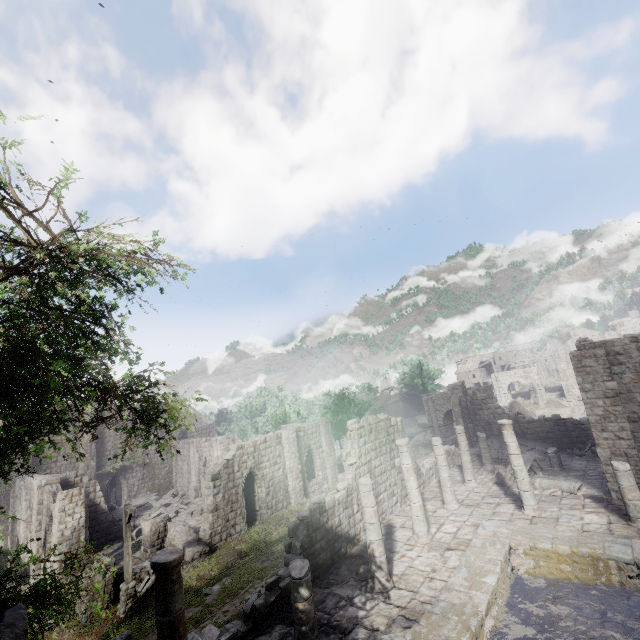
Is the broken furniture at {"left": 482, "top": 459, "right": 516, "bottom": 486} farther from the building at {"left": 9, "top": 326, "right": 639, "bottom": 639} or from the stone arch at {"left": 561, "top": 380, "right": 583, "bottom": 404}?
the stone arch at {"left": 561, "top": 380, "right": 583, "bottom": 404}

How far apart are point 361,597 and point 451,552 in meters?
4.0

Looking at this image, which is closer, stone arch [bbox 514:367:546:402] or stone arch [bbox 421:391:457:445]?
stone arch [bbox 421:391:457:445]

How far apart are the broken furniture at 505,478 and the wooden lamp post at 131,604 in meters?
19.0 m

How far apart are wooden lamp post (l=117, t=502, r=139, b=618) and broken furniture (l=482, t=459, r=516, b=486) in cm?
1903

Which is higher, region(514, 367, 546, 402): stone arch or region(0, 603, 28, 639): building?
region(0, 603, 28, 639): building

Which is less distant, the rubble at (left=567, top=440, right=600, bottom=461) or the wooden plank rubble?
the rubble at (left=567, top=440, right=600, bottom=461)

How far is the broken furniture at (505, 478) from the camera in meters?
18.0 m
